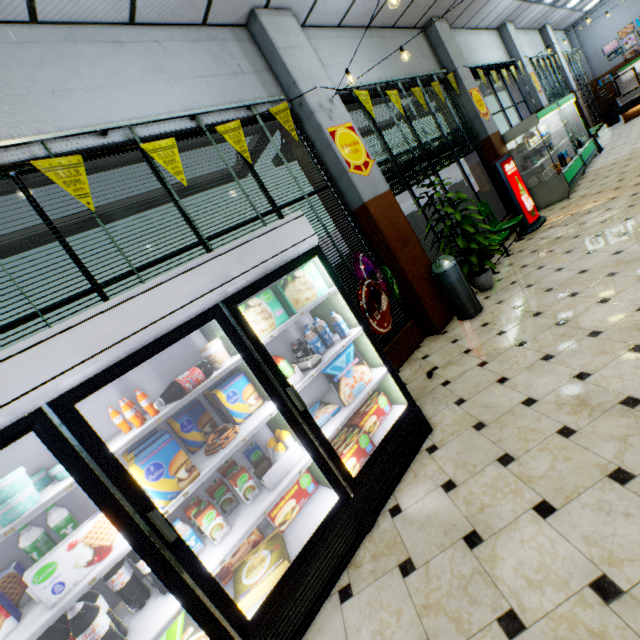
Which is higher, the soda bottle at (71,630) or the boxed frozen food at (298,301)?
the boxed frozen food at (298,301)

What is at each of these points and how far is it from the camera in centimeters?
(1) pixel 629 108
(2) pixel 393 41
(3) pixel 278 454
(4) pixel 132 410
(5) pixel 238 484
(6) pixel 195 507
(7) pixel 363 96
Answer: (1) bakery counter, 1249cm
(2) building, 635cm
(3) meat chub, 225cm
(4) soda bottle, 185cm
(5) broth carton, 217cm
(6) broth carton, 213cm
(7) banner sign, 496cm

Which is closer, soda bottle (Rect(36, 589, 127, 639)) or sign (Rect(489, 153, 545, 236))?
soda bottle (Rect(36, 589, 127, 639))

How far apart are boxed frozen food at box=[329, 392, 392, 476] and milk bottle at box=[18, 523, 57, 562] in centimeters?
158cm

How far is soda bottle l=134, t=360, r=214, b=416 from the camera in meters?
1.9 m

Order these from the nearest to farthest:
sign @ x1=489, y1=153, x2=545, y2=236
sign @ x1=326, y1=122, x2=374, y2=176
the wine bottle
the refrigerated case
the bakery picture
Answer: sign @ x1=326, y1=122, x2=374, y2=176 < sign @ x1=489, y1=153, x2=545, y2=236 < the refrigerated case < the wine bottle < the bakery picture

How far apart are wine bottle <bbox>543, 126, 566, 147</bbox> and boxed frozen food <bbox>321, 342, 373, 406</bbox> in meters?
11.0

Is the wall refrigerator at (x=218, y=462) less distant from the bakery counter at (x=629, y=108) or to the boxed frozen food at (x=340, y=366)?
the boxed frozen food at (x=340, y=366)
